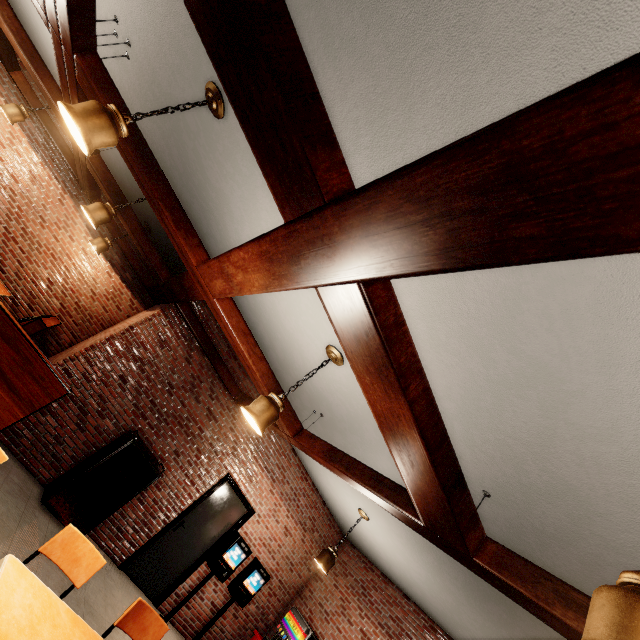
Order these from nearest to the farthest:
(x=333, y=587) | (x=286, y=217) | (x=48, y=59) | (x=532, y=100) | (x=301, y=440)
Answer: (x=532, y=100), (x=286, y=217), (x=301, y=440), (x=48, y=59), (x=333, y=587)
